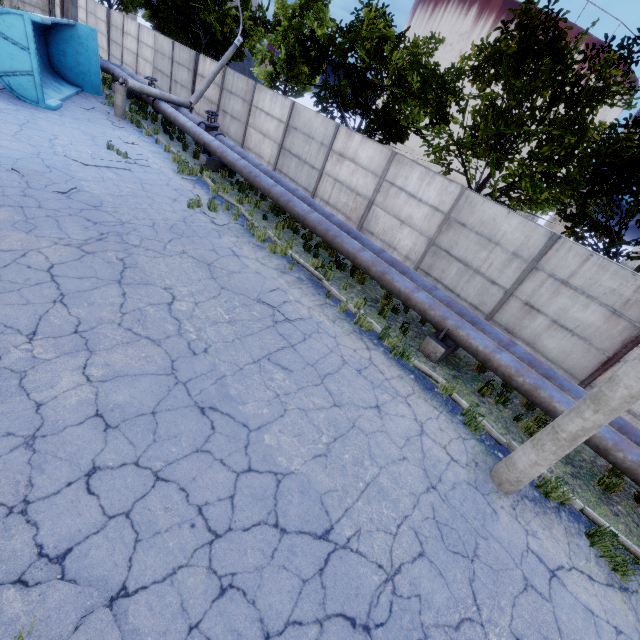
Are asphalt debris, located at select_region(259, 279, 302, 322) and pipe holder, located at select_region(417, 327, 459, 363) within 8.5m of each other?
yes

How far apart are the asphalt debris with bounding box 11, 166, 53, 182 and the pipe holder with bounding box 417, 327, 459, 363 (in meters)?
10.36

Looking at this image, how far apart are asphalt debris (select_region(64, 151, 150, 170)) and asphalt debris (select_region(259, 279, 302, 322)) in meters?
6.7

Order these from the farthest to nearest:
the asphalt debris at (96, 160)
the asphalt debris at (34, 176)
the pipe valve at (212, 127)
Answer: the pipe valve at (212, 127) < the asphalt debris at (96, 160) < the asphalt debris at (34, 176)

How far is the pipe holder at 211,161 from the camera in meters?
13.7 m

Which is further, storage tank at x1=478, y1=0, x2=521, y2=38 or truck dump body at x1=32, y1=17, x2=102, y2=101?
storage tank at x1=478, y1=0, x2=521, y2=38

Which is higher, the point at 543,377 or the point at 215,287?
the point at 543,377

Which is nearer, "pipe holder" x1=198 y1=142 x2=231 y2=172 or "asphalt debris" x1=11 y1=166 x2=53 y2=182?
"asphalt debris" x1=11 y1=166 x2=53 y2=182
